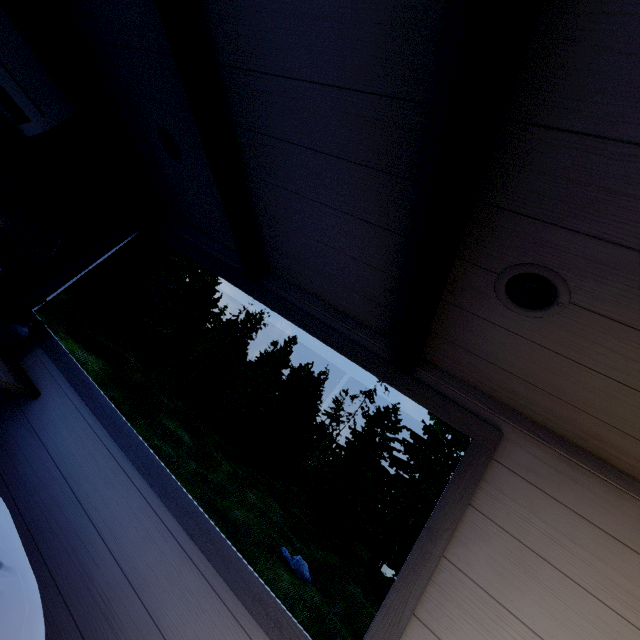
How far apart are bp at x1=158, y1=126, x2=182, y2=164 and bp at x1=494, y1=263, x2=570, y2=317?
1.85m

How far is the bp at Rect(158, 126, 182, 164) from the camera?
1.85m

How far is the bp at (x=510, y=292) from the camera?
1.0 meters

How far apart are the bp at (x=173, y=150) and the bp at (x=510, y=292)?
1.9m

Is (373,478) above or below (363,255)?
above

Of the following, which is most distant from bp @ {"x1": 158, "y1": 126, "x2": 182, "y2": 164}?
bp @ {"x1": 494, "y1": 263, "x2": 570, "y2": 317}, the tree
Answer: bp @ {"x1": 494, "y1": 263, "x2": 570, "y2": 317}

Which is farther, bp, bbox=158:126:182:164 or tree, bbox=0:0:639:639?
bp, bbox=158:126:182:164
